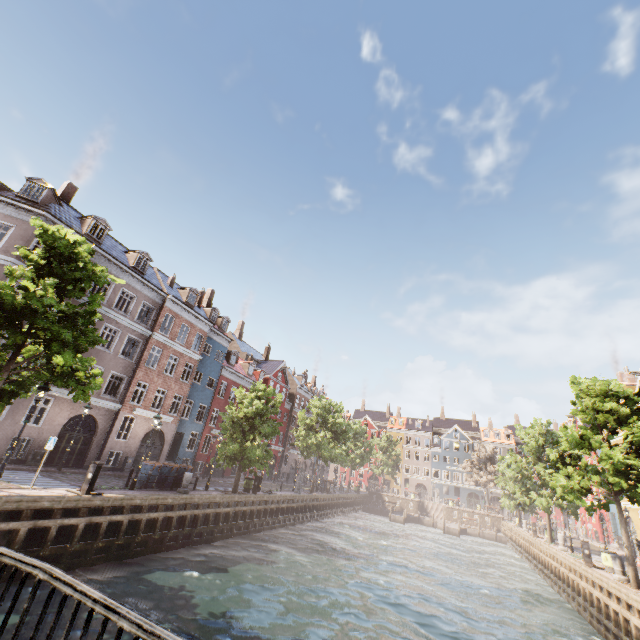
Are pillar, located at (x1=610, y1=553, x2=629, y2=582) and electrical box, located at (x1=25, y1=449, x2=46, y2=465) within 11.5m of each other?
no

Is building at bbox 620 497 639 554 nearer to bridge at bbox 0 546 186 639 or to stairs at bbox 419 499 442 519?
bridge at bbox 0 546 186 639

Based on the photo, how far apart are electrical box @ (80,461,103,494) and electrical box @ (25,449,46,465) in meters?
9.0 m

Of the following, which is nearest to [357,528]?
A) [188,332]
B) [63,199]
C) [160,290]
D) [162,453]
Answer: [162,453]

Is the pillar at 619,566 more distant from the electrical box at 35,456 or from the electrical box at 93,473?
the electrical box at 35,456

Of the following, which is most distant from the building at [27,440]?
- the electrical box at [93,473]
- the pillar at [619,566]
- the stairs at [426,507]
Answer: the pillar at [619,566]

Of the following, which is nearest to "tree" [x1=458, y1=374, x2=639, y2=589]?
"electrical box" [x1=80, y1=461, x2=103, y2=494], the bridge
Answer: the bridge

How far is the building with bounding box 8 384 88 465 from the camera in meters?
19.0
